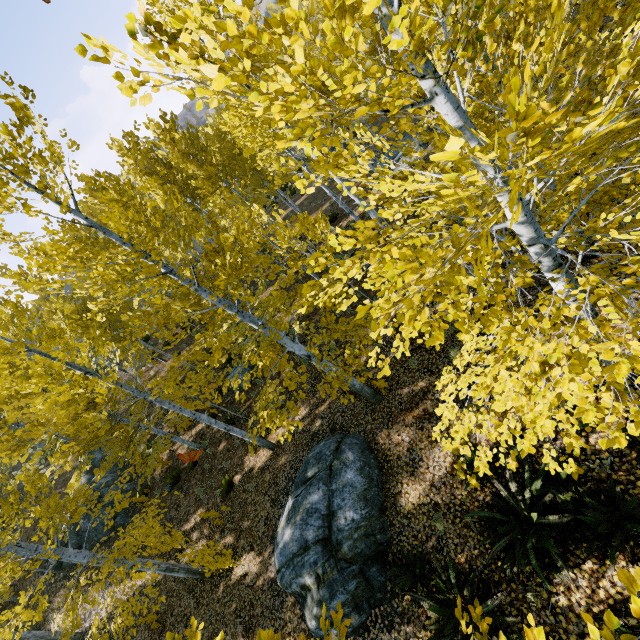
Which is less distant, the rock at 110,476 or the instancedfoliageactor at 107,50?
the instancedfoliageactor at 107,50

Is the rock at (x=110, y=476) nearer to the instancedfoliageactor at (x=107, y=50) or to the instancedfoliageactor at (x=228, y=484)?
the instancedfoliageactor at (x=107, y=50)

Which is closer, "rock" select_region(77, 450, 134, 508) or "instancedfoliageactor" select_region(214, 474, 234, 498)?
"instancedfoliageactor" select_region(214, 474, 234, 498)

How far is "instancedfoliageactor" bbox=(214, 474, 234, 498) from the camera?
11.6m

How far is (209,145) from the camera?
14.6 meters

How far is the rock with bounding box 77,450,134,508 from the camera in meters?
16.2

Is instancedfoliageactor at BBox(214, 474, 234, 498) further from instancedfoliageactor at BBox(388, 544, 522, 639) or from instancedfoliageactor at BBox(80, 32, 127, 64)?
instancedfoliageactor at BBox(388, 544, 522, 639)
